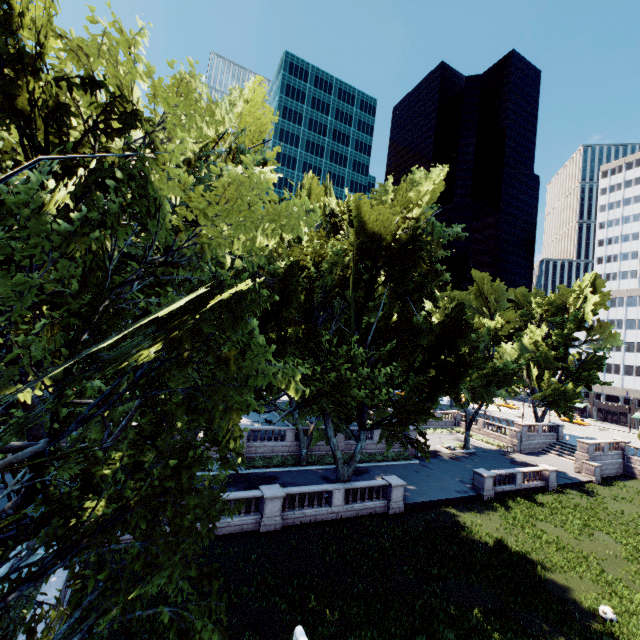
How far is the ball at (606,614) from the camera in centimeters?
1603cm

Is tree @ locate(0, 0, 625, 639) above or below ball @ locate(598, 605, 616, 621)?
above

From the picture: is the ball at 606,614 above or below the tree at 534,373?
below

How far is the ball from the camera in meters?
16.0

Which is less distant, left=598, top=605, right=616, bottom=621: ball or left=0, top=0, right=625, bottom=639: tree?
left=0, top=0, right=625, bottom=639: tree

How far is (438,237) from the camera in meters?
20.7
